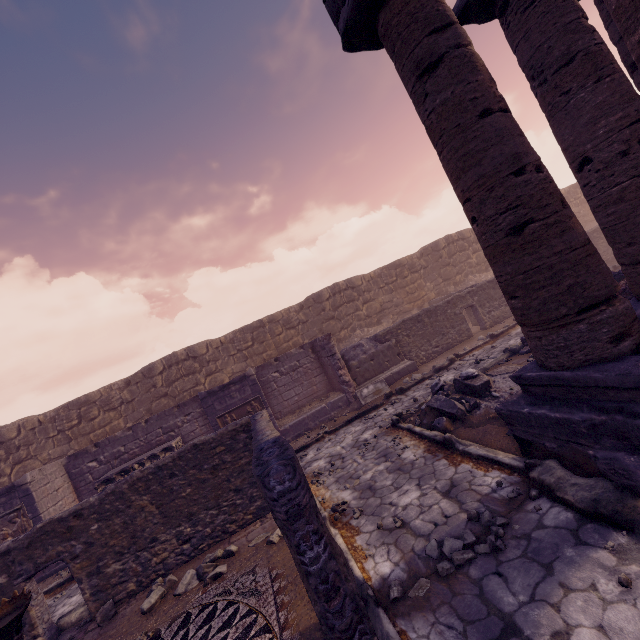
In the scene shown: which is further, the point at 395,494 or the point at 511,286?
the point at 395,494

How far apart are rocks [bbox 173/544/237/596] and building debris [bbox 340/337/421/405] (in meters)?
6.40

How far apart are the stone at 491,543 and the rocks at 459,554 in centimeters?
4cm

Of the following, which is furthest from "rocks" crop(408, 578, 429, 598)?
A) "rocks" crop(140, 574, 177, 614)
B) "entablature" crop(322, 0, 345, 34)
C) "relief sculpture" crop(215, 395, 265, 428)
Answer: "relief sculpture" crop(215, 395, 265, 428)

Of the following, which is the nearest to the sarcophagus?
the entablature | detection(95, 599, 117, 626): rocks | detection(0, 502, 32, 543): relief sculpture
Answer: detection(0, 502, 32, 543): relief sculpture

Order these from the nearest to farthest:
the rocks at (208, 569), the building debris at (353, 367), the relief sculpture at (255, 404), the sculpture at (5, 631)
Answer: the sculpture at (5, 631) < the rocks at (208, 569) < the relief sculpture at (255, 404) < the building debris at (353, 367)

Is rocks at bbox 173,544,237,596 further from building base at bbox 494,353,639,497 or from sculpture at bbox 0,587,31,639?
building base at bbox 494,353,639,497

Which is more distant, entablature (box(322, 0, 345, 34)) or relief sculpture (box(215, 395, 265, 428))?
relief sculpture (box(215, 395, 265, 428))
